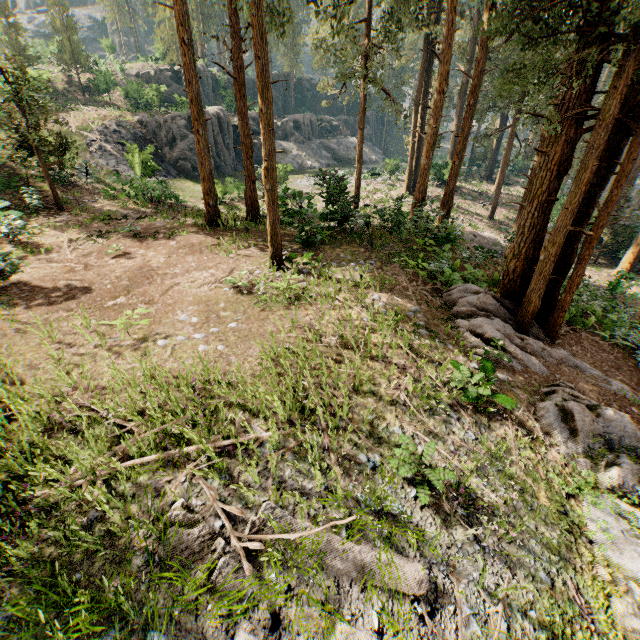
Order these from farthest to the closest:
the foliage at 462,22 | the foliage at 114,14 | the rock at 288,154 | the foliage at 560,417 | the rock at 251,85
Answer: the foliage at 114,14, the rock at 251,85, the rock at 288,154, the foliage at 462,22, the foliage at 560,417

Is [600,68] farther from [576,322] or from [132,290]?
[132,290]

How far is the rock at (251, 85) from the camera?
48.98m

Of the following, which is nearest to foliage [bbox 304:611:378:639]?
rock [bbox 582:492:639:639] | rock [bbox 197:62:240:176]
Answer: rock [bbox 582:492:639:639]

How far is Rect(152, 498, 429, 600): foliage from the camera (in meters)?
3.92

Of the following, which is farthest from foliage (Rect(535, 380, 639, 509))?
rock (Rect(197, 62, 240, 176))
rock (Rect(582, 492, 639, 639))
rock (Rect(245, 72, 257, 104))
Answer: rock (Rect(197, 62, 240, 176))

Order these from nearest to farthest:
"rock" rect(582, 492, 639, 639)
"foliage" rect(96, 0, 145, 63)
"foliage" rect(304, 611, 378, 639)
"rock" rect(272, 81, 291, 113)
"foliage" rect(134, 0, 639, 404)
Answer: "foliage" rect(304, 611, 378, 639) → "rock" rect(582, 492, 639, 639) → "foliage" rect(134, 0, 639, 404) → "foliage" rect(96, 0, 145, 63) → "rock" rect(272, 81, 291, 113)

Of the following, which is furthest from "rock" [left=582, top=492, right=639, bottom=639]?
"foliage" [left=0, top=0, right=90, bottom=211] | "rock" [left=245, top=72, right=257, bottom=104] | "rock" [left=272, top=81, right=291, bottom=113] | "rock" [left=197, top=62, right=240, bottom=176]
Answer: "rock" [left=272, top=81, right=291, bottom=113]
